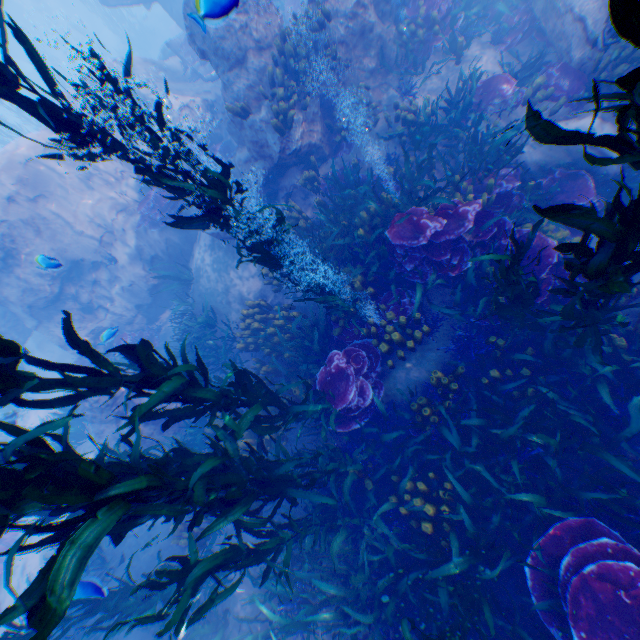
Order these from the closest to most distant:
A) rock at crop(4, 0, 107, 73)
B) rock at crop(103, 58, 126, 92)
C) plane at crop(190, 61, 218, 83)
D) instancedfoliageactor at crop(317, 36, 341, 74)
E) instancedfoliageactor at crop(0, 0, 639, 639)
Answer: instancedfoliageactor at crop(0, 0, 639, 639) < instancedfoliageactor at crop(317, 36, 341, 74) < rock at crop(103, 58, 126, 92) < plane at crop(190, 61, 218, 83) < rock at crop(4, 0, 107, 73)

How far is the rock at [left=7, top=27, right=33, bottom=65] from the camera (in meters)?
35.56

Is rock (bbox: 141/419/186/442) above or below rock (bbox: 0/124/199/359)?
below

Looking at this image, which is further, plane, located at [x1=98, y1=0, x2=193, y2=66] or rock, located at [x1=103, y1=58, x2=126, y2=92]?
plane, located at [x1=98, y1=0, x2=193, y2=66]

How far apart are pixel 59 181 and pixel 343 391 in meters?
12.8 m

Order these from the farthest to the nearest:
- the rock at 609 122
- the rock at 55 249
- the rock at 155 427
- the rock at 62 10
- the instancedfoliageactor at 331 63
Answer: the rock at 62 10, the rock at 55 249, the rock at 155 427, the instancedfoliageactor at 331 63, the rock at 609 122

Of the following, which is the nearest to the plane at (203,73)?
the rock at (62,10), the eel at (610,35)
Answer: the rock at (62,10)

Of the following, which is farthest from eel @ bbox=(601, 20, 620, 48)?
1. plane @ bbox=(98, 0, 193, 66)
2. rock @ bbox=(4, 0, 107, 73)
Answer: plane @ bbox=(98, 0, 193, 66)
